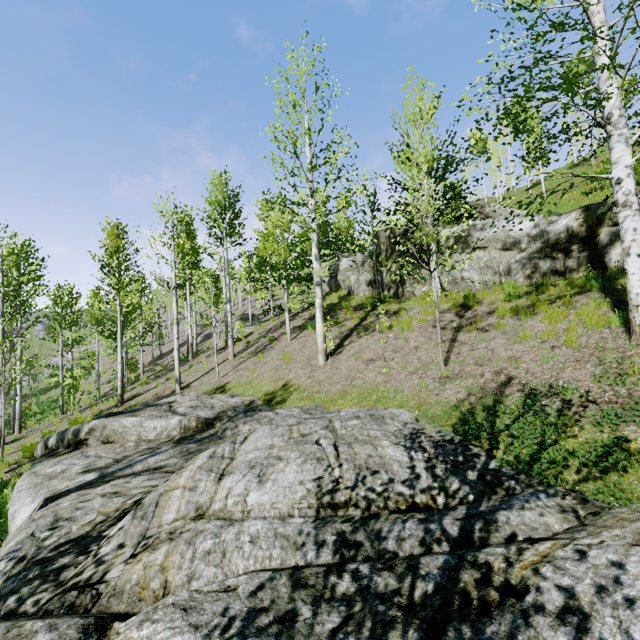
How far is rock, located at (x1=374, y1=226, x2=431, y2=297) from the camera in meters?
14.3 m

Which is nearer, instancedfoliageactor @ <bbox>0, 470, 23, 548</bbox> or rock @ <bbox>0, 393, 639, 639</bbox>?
rock @ <bbox>0, 393, 639, 639</bbox>

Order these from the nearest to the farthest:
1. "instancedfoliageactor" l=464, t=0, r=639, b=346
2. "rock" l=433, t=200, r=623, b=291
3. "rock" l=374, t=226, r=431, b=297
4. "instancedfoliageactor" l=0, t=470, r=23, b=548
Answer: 1. "instancedfoliageactor" l=464, t=0, r=639, b=346
2. "instancedfoliageactor" l=0, t=470, r=23, b=548
3. "rock" l=433, t=200, r=623, b=291
4. "rock" l=374, t=226, r=431, b=297

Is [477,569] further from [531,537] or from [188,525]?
[188,525]

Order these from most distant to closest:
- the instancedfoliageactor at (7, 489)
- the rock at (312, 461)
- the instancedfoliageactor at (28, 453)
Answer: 1. the instancedfoliageactor at (28, 453)
2. the instancedfoliageactor at (7, 489)
3. the rock at (312, 461)

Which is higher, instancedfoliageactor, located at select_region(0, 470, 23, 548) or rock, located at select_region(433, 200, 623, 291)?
rock, located at select_region(433, 200, 623, 291)

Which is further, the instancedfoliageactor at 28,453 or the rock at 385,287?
the rock at 385,287
